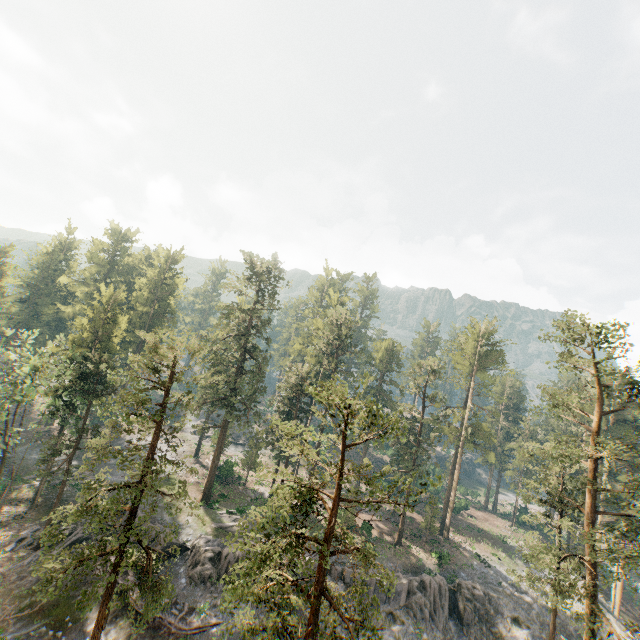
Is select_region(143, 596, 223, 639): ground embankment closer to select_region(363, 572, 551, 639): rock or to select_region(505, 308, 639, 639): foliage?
select_region(363, 572, 551, 639): rock

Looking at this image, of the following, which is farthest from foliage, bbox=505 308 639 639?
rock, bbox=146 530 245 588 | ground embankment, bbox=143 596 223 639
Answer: ground embankment, bbox=143 596 223 639

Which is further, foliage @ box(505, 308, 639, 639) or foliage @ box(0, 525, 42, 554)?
foliage @ box(0, 525, 42, 554)

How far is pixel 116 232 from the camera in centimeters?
5881cm

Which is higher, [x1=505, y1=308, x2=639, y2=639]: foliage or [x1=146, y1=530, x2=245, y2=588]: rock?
[x1=505, y1=308, x2=639, y2=639]: foliage

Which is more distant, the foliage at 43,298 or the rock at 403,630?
the rock at 403,630

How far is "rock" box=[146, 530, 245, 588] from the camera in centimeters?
2905cm
